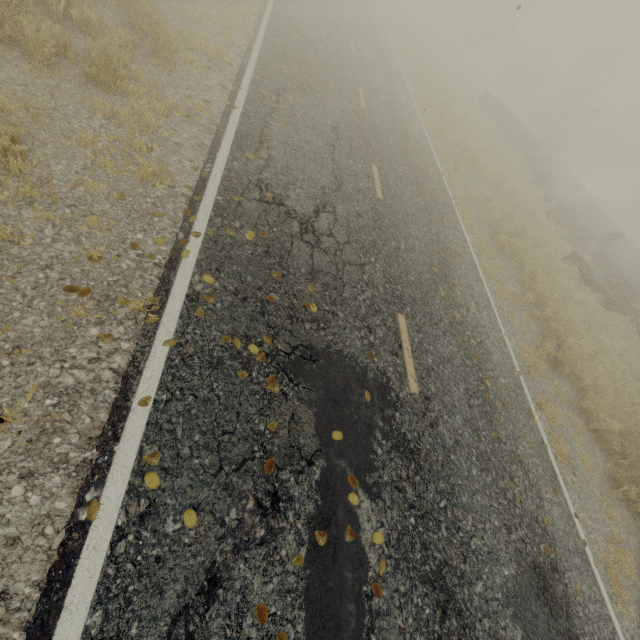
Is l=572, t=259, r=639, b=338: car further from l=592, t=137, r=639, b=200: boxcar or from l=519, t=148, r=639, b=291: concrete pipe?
l=592, t=137, r=639, b=200: boxcar

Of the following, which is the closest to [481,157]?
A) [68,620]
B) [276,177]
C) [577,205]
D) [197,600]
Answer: [577,205]

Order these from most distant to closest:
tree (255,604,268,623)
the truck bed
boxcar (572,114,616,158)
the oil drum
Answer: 1. boxcar (572,114,616,158)
2. the truck bed
3. the oil drum
4. tree (255,604,268,623)

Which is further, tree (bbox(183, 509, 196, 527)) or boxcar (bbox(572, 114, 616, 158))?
boxcar (bbox(572, 114, 616, 158))

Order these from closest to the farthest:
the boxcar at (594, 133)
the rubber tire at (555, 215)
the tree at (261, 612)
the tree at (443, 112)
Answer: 1. the tree at (261, 612)
2. the tree at (443, 112)
3. the rubber tire at (555, 215)
4. the boxcar at (594, 133)

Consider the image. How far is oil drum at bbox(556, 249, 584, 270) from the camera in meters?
13.3 m

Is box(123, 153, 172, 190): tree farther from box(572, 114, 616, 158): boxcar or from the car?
box(572, 114, 616, 158): boxcar

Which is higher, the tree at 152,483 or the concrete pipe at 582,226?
the concrete pipe at 582,226
